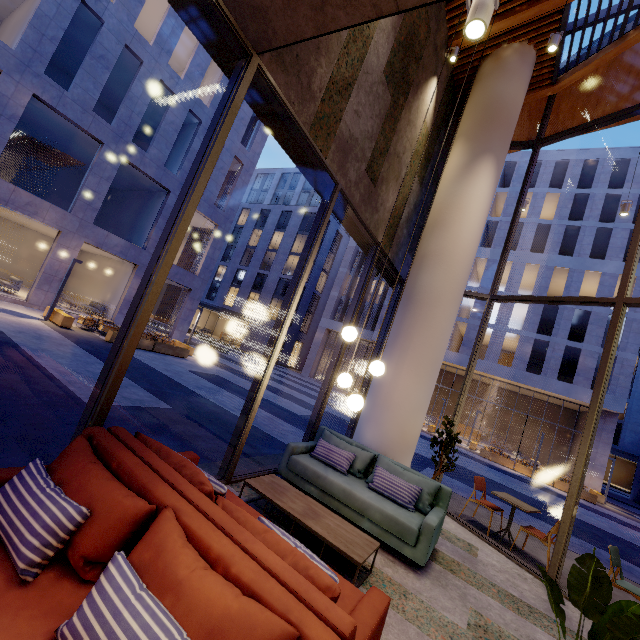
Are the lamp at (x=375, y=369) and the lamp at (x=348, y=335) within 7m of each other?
yes

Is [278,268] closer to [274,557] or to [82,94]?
[82,94]

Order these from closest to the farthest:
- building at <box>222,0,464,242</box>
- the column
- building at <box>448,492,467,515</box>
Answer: building at <box>222,0,464,242</box> < the column < building at <box>448,492,467,515</box>

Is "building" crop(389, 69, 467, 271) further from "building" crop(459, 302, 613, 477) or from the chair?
"building" crop(459, 302, 613, 477)

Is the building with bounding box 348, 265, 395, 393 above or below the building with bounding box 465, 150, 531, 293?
below

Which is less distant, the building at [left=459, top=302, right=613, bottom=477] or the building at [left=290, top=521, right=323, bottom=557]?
the building at [left=290, top=521, right=323, bottom=557]

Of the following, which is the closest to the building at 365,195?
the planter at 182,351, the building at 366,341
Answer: the planter at 182,351

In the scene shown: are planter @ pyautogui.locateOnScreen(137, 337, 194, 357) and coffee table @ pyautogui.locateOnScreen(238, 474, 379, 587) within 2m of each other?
no
